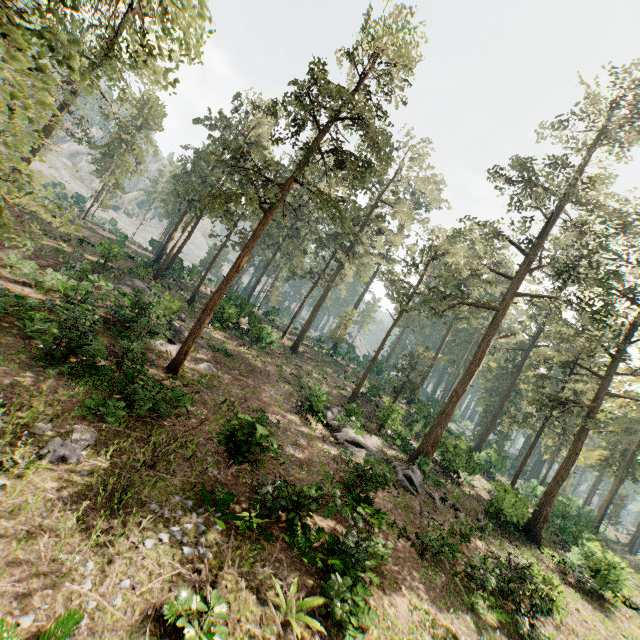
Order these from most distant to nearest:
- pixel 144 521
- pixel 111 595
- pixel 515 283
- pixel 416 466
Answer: pixel 515 283 → pixel 416 466 → pixel 144 521 → pixel 111 595

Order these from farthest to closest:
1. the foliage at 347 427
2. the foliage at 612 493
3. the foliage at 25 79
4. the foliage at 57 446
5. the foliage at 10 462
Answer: the foliage at 347 427
the foliage at 612 493
the foliage at 57 446
the foliage at 10 462
the foliage at 25 79

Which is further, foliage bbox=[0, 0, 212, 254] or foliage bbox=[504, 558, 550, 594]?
foliage bbox=[504, 558, 550, 594]

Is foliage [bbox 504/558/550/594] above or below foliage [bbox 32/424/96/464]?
above

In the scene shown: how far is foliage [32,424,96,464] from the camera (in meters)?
8.67

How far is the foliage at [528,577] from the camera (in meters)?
13.22
